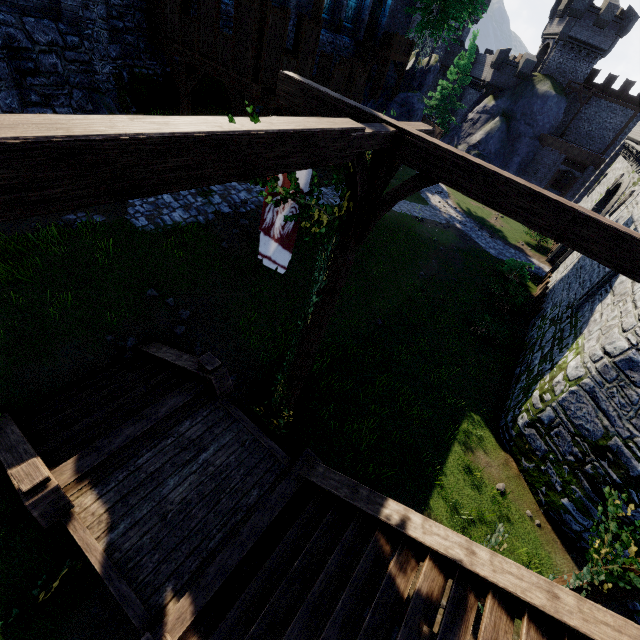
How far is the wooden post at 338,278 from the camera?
5.21m

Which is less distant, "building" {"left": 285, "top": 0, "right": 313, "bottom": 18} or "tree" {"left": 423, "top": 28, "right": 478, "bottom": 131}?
"building" {"left": 285, "top": 0, "right": 313, "bottom": 18}

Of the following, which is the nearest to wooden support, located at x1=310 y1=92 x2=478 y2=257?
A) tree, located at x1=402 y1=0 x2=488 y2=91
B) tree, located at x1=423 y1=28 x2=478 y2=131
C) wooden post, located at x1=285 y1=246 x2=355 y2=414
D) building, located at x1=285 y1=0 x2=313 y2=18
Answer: wooden post, located at x1=285 y1=246 x2=355 y2=414

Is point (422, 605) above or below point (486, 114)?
below

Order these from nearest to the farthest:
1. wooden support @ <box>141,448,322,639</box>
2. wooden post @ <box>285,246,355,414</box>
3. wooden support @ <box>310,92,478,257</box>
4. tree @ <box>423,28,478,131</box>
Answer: wooden support @ <box>310,92,478,257</box>, wooden support @ <box>141,448,322,639</box>, wooden post @ <box>285,246,355,414</box>, tree @ <box>423,28,478,131</box>

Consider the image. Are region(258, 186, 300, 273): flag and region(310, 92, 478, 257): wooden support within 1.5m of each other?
yes

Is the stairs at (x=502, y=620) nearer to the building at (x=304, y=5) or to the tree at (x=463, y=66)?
the building at (x=304, y=5)

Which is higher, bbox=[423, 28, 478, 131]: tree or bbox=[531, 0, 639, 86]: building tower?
bbox=[531, 0, 639, 86]: building tower
